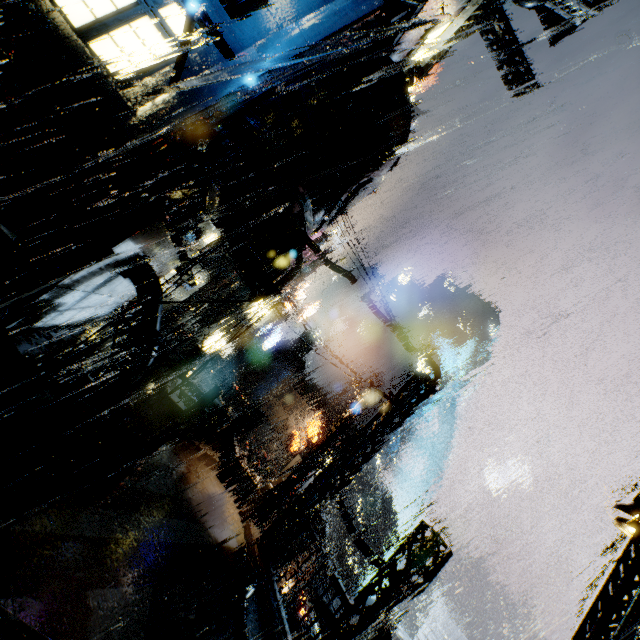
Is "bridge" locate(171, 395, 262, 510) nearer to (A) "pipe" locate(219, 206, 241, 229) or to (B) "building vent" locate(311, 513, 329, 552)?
(A) "pipe" locate(219, 206, 241, 229)

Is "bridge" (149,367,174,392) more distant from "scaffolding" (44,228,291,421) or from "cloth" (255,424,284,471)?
"cloth" (255,424,284,471)

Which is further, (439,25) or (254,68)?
(439,25)

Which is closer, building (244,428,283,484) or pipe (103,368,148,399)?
pipe (103,368,148,399)

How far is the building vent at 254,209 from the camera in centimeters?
1108cm

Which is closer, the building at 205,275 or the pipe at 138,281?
the pipe at 138,281

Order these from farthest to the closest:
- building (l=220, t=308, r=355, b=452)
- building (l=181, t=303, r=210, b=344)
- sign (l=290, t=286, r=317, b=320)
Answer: sign (l=290, t=286, r=317, b=320)
building (l=220, t=308, r=355, b=452)
building (l=181, t=303, r=210, b=344)

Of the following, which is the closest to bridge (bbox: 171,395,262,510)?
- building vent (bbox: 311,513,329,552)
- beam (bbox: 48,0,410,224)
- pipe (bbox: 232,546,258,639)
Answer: pipe (bbox: 232,546,258,639)
